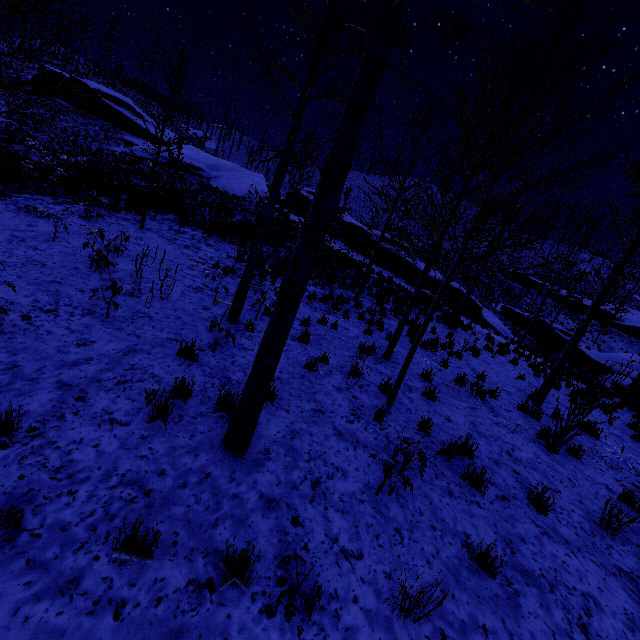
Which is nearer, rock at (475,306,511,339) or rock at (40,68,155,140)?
rock at (475,306,511,339)

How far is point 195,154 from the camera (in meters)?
33.16

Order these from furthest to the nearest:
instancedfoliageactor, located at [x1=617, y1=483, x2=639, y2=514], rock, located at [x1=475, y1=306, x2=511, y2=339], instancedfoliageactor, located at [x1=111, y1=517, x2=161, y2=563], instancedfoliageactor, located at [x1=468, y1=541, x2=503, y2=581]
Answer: rock, located at [x1=475, y1=306, x2=511, y2=339], instancedfoliageactor, located at [x1=617, y1=483, x2=639, y2=514], instancedfoliageactor, located at [x1=468, y1=541, x2=503, y2=581], instancedfoliageactor, located at [x1=111, y1=517, x2=161, y2=563]

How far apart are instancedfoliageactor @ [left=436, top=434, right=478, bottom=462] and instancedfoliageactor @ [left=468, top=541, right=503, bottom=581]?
1.9 meters

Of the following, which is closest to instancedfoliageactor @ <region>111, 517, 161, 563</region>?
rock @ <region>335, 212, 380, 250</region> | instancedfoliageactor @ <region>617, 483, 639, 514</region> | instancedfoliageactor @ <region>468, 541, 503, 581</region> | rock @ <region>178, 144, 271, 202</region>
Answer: instancedfoliageactor @ <region>468, 541, 503, 581</region>

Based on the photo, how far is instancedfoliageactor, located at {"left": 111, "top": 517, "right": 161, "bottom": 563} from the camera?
2.5m

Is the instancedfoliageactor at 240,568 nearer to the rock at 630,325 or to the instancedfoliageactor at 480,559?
the instancedfoliageactor at 480,559

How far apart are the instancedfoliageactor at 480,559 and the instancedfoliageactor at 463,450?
1.9 meters
